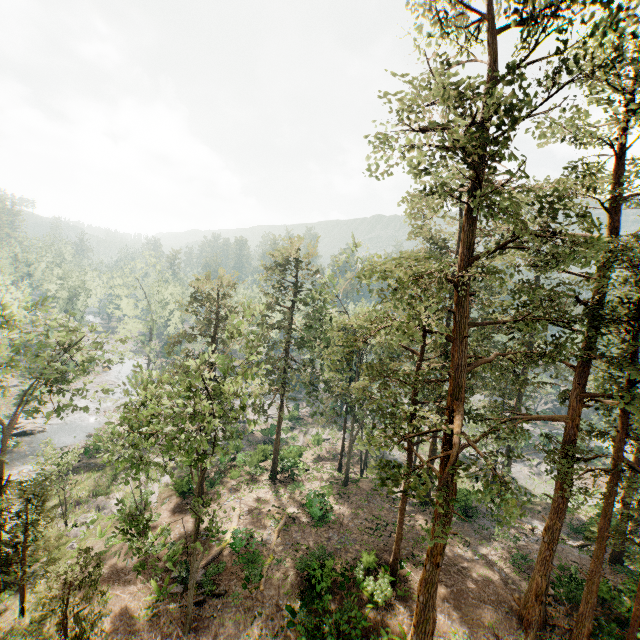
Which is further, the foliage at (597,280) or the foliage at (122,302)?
the foliage at (122,302)

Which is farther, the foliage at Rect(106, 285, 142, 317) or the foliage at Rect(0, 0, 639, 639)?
the foliage at Rect(106, 285, 142, 317)

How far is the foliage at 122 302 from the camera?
44.7 meters

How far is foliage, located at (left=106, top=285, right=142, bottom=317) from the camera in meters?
44.7 m

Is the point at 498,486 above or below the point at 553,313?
below
